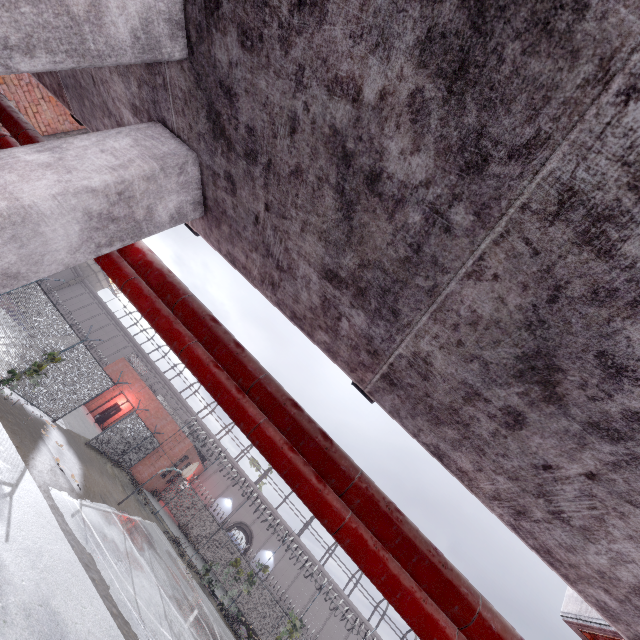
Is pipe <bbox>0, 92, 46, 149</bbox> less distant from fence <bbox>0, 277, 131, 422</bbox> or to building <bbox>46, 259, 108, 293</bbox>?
fence <bbox>0, 277, 131, 422</bbox>

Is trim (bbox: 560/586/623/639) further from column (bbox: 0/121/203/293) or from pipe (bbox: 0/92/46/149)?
column (bbox: 0/121/203/293)

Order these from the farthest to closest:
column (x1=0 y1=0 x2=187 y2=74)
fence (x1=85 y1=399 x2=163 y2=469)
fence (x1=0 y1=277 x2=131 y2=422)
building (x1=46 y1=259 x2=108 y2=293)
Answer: building (x1=46 y1=259 x2=108 y2=293) → fence (x1=85 y1=399 x2=163 y2=469) → fence (x1=0 y1=277 x2=131 y2=422) → column (x1=0 y1=0 x2=187 y2=74)

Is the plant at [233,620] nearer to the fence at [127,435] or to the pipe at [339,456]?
the fence at [127,435]

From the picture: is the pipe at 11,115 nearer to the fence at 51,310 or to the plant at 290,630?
the fence at 51,310

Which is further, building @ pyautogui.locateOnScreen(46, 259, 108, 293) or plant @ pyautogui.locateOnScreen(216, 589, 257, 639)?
building @ pyautogui.locateOnScreen(46, 259, 108, 293)

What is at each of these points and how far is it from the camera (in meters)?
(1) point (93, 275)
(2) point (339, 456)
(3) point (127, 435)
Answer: (1) building, 52.41
(2) pipe, 1.82
(3) fence, 20.92

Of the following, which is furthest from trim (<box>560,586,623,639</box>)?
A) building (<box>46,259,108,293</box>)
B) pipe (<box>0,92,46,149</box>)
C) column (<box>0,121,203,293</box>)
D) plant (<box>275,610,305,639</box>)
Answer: building (<box>46,259,108,293</box>)
